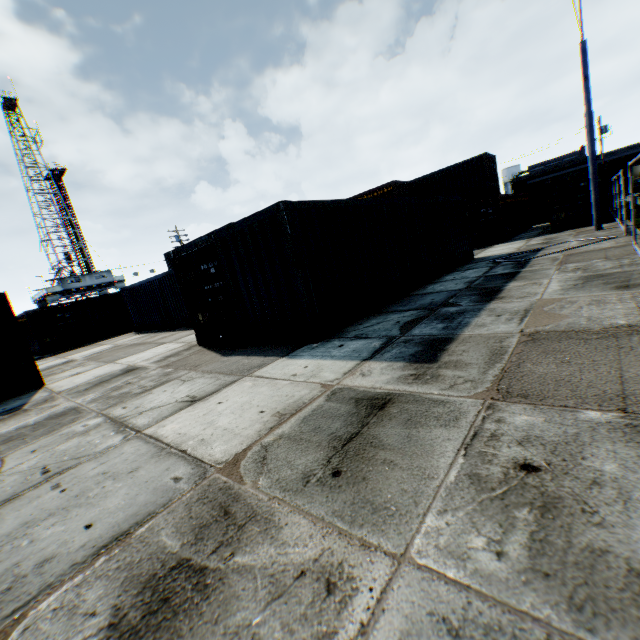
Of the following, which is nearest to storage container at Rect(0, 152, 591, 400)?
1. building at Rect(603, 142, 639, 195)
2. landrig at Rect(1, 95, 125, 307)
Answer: building at Rect(603, 142, 639, 195)

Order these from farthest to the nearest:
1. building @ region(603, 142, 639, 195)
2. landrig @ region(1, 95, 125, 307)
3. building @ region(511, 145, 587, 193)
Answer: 1. building @ region(511, 145, 587, 193)
2. landrig @ region(1, 95, 125, 307)
3. building @ region(603, 142, 639, 195)

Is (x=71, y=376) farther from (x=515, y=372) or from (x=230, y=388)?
(x=515, y=372)

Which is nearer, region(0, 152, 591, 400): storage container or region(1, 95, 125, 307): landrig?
region(0, 152, 591, 400): storage container

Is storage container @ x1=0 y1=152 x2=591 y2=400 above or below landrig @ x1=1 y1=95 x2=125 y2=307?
below

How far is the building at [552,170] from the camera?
48.5 meters

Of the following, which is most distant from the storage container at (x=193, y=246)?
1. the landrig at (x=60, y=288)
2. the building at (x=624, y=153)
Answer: the landrig at (x=60, y=288)
